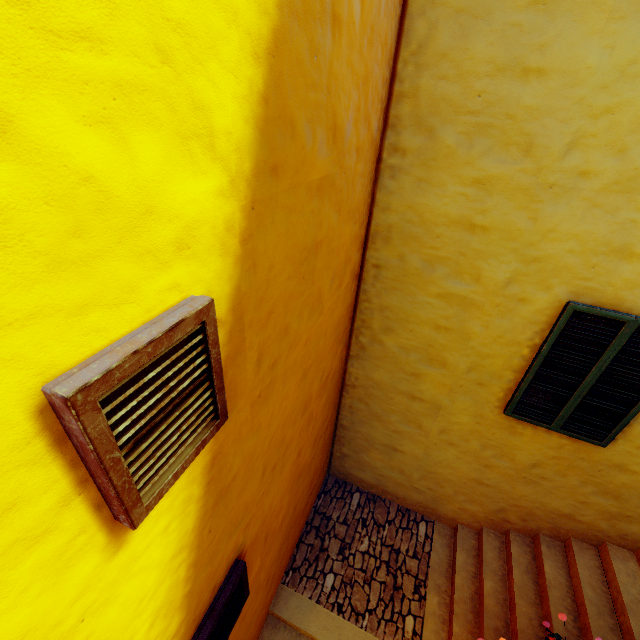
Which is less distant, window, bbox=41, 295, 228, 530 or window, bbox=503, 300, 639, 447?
window, bbox=41, 295, 228, 530

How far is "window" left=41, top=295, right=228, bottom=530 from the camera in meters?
0.9 m

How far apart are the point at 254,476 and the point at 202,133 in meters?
2.4

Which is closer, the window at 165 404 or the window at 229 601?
the window at 165 404

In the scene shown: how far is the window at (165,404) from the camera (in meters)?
0.88

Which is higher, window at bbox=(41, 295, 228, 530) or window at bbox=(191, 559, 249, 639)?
window at bbox=(41, 295, 228, 530)

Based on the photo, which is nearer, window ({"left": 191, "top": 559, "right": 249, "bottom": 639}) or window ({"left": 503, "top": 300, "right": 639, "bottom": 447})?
window ({"left": 191, "top": 559, "right": 249, "bottom": 639})

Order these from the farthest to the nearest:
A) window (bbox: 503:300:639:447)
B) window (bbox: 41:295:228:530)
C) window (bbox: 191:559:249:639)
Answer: window (bbox: 503:300:639:447), window (bbox: 191:559:249:639), window (bbox: 41:295:228:530)
